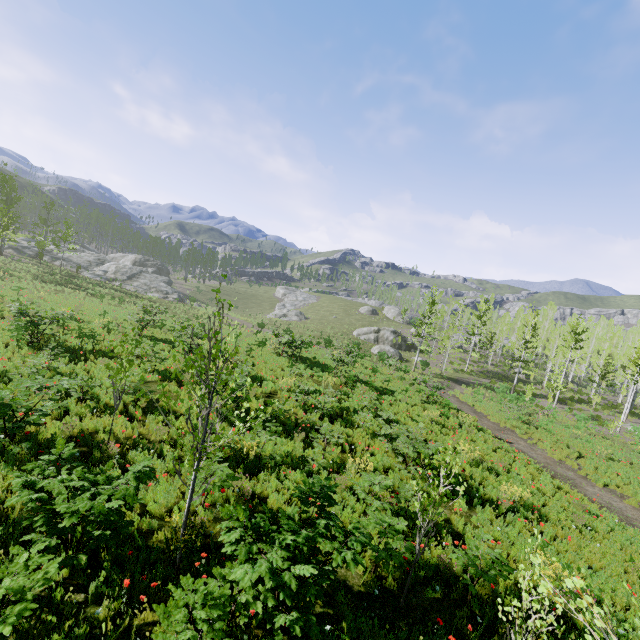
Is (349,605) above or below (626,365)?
below

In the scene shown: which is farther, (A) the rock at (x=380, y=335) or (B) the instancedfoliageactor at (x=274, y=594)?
(A) the rock at (x=380, y=335)

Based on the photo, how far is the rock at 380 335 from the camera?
44.5m

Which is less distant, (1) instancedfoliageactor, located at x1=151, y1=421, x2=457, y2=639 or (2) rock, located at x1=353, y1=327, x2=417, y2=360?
(1) instancedfoliageactor, located at x1=151, y1=421, x2=457, y2=639

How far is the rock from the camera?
44.5 meters
